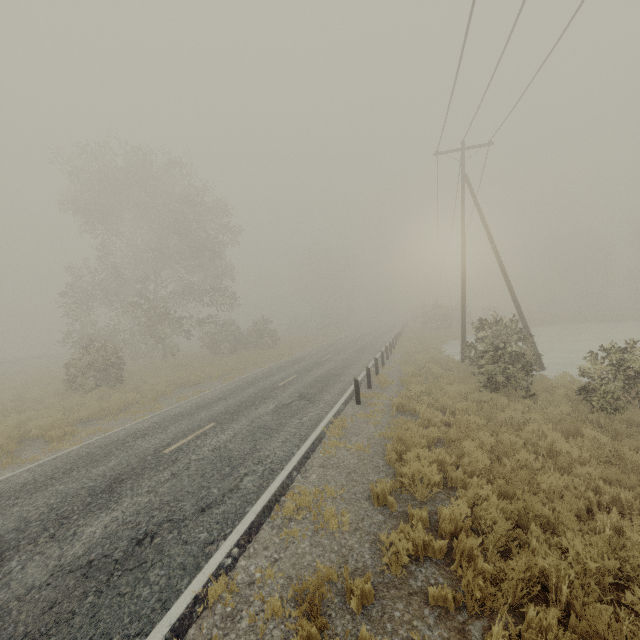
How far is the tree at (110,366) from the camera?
23.80m

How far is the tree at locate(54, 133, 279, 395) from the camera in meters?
23.8 m

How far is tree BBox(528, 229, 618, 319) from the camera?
52.8 meters

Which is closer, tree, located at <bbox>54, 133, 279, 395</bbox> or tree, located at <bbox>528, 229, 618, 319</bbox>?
tree, located at <bbox>54, 133, 279, 395</bbox>

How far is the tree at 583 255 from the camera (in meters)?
52.80

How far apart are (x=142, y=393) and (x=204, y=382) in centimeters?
334cm
